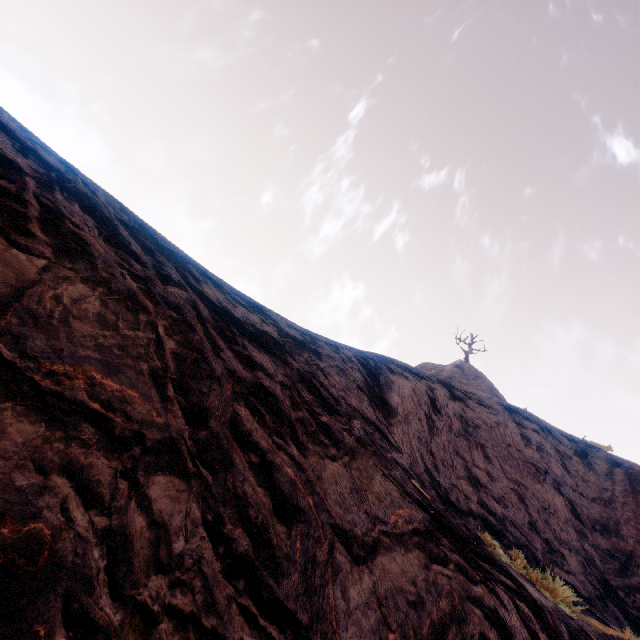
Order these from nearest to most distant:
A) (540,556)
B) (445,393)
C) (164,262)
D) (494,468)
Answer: (164,262) < (540,556) < (494,468) < (445,393)
